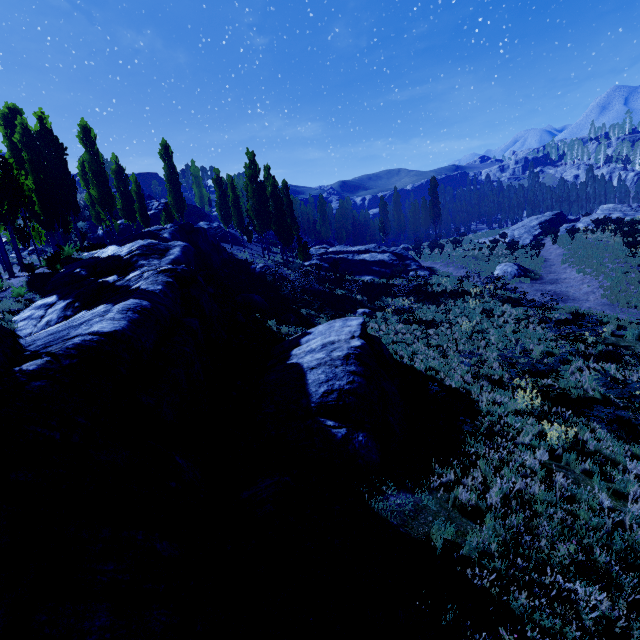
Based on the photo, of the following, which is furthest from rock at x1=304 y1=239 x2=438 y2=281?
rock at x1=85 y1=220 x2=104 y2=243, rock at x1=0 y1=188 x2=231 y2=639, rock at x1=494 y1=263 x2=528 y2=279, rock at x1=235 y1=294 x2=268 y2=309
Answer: rock at x1=0 y1=188 x2=231 y2=639

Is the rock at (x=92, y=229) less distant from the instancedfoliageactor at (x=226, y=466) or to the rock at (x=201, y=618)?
the instancedfoliageactor at (x=226, y=466)

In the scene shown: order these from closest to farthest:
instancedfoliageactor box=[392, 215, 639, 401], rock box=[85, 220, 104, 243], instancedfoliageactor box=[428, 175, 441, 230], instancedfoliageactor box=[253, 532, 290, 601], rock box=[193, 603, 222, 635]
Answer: rock box=[193, 603, 222, 635], instancedfoliageactor box=[253, 532, 290, 601], instancedfoliageactor box=[392, 215, 639, 401], rock box=[85, 220, 104, 243], instancedfoliageactor box=[428, 175, 441, 230]

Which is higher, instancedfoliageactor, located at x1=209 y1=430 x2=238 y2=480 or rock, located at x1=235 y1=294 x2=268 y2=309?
rock, located at x1=235 y1=294 x2=268 y2=309

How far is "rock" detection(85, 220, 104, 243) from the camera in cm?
3731

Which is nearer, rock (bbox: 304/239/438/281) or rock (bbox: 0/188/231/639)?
rock (bbox: 0/188/231/639)

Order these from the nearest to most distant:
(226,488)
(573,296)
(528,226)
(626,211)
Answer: (226,488) < (573,296) < (626,211) < (528,226)

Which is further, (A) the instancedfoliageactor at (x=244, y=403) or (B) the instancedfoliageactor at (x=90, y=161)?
(B) the instancedfoliageactor at (x=90, y=161)
